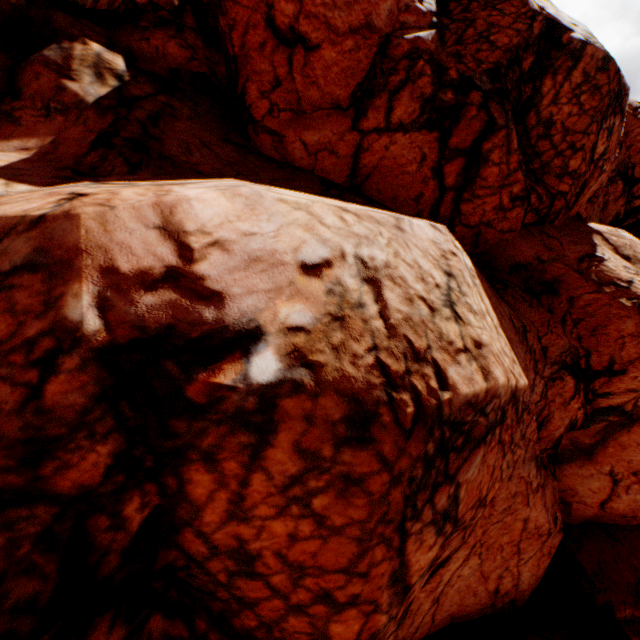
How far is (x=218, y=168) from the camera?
8.4 meters

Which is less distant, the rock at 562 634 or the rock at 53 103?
the rock at 53 103

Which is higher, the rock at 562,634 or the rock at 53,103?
the rock at 53,103

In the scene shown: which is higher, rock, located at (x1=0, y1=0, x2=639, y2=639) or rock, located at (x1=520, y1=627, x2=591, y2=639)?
rock, located at (x1=0, y1=0, x2=639, y2=639)

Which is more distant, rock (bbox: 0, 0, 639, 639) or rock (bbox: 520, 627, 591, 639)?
rock (bbox: 520, 627, 591, 639)
